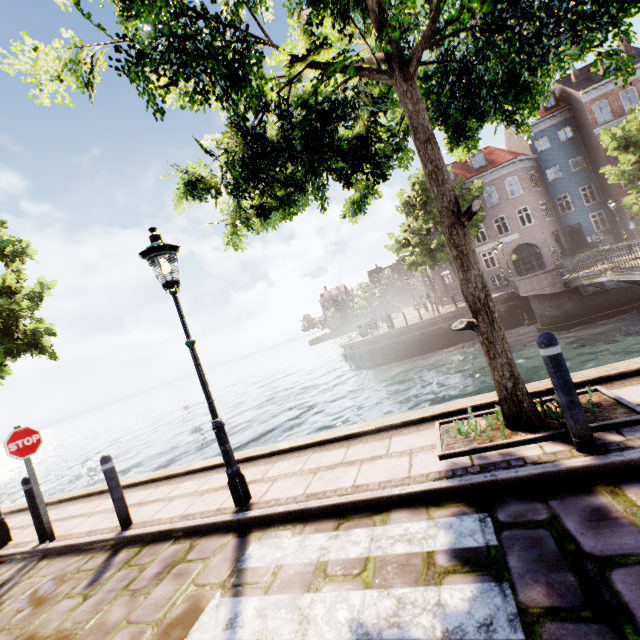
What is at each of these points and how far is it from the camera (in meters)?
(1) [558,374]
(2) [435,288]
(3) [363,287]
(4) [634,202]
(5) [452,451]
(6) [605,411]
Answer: (1) bollard, 2.88
(2) building, 36.66
(3) tree, 57.31
(4) tree, 20.97
(5) tree planter, 3.57
(6) tree planter, 3.40

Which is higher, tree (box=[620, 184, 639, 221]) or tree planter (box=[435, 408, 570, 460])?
tree (box=[620, 184, 639, 221])

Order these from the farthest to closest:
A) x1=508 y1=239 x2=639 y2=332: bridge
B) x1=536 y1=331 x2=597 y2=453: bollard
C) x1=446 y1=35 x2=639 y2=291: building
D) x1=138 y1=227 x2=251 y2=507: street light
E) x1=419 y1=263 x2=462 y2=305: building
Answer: x1=419 y1=263 x2=462 y2=305: building < x1=446 y1=35 x2=639 y2=291: building < x1=508 y1=239 x2=639 y2=332: bridge < x1=138 y1=227 x2=251 y2=507: street light < x1=536 y1=331 x2=597 y2=453: bollard

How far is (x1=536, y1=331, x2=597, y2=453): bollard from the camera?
2.9m

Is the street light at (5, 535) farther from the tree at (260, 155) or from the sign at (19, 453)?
the sign at (19, 453)

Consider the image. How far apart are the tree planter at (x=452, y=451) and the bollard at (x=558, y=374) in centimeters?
22cm

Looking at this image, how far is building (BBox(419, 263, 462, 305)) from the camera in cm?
3266

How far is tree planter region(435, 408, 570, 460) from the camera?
3.29m
